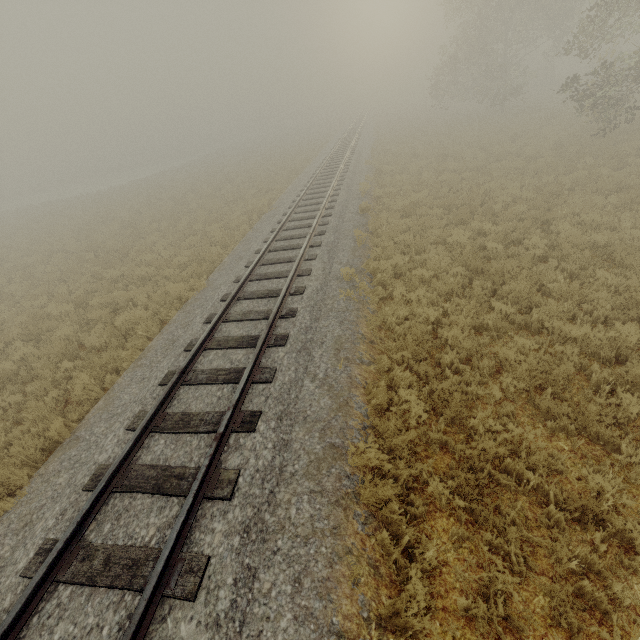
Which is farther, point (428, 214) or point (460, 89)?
point (460, 89)
